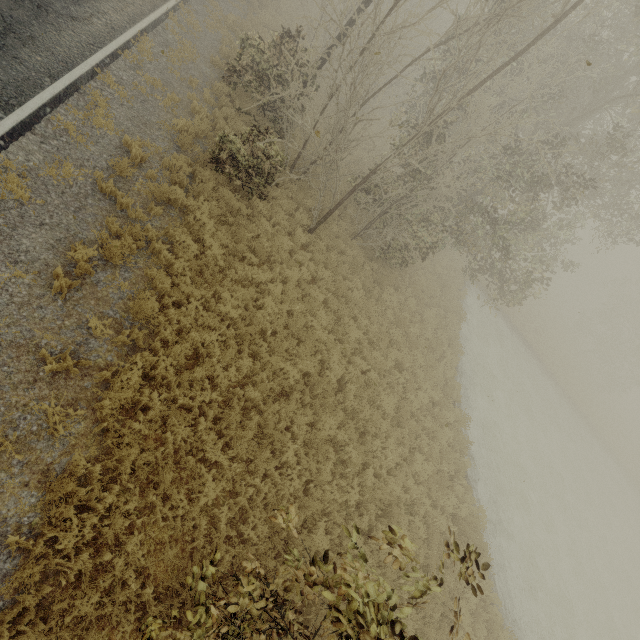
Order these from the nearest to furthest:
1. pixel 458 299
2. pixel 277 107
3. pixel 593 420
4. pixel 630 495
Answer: pixel 277 107, pixel 458 299, pixel 630 495, pixel 593 420
